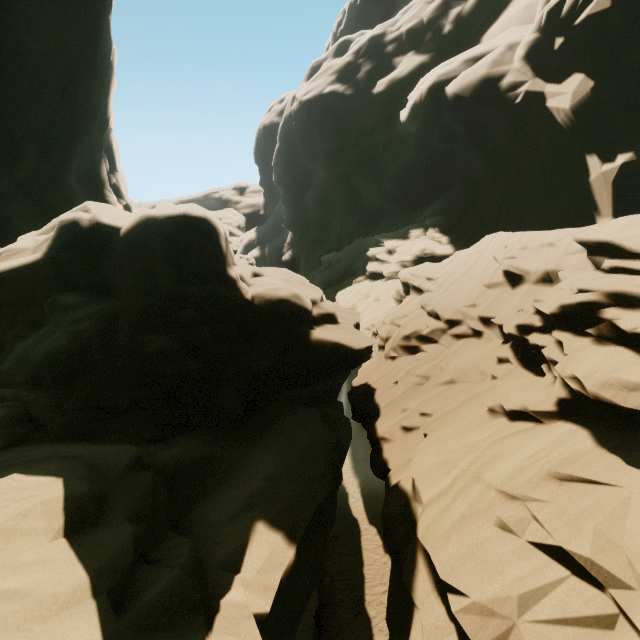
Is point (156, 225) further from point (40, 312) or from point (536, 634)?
point (536, 634)
